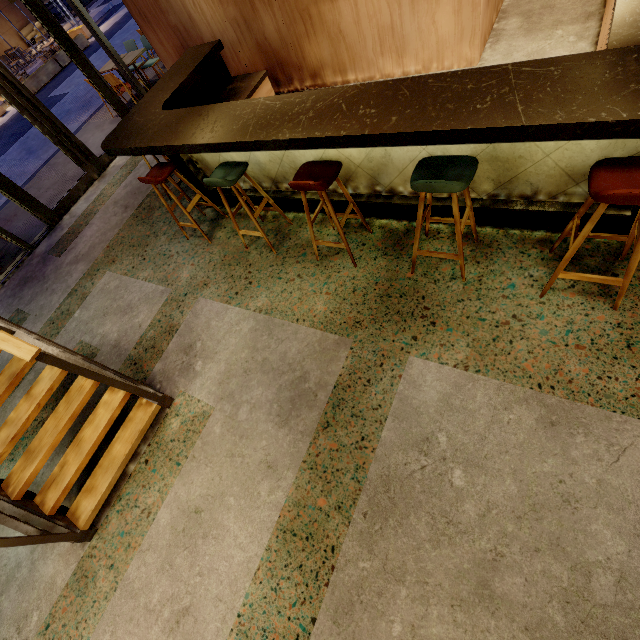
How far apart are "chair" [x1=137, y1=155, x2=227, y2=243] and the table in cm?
540

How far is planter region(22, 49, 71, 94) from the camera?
14.6 meters

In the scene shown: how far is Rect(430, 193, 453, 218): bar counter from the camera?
2.9 meters

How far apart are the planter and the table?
12.13m

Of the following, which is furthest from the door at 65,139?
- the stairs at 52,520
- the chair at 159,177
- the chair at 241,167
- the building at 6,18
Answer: the building at 6,18

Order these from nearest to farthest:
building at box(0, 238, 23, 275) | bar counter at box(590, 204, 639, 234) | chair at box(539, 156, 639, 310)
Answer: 1. chair at box(539, 156, 639, 310)
2. bar counter at box(590, 204, 639, 234)
3. building at box(0, 238, 23, 275)

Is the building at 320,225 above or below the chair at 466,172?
below

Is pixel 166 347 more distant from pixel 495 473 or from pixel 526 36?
pixel 526 36
